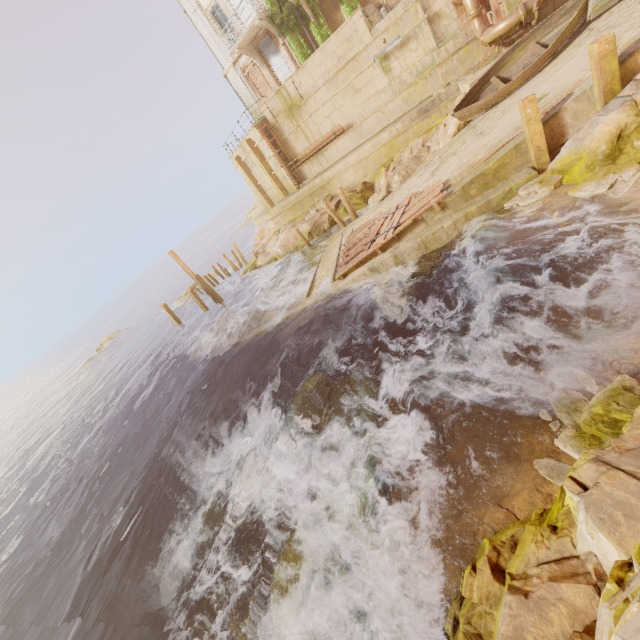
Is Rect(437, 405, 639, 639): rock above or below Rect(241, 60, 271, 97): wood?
below

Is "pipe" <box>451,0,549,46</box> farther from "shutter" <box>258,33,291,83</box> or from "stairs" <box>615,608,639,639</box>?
"stairs" <box>615,608,639,639</box>

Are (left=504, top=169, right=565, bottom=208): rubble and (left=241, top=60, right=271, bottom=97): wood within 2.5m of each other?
no

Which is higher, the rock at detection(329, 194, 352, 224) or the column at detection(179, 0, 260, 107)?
the column at detection(179, 0, 260, 107)

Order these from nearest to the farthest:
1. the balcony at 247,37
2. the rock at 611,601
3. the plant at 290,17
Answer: the rock at 611,601
the balcony at 247,37
the plant at 290,17

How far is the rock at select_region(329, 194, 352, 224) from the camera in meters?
20.9 m

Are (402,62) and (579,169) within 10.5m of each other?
no

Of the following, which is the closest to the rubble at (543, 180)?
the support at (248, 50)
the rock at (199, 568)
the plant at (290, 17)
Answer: the rock at (199, 568)
